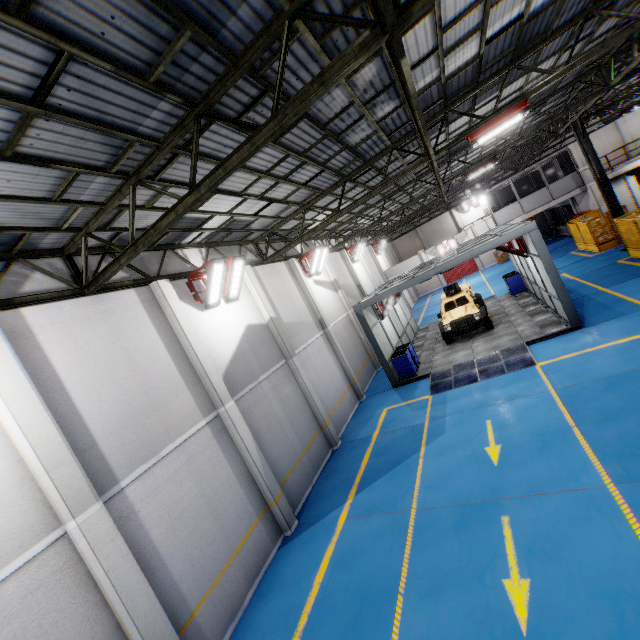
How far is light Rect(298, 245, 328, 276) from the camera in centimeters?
1658cm

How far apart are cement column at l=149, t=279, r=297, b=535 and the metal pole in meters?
22.7

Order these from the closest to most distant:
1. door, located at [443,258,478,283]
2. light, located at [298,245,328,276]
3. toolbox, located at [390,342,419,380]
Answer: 1. toolbox, located at [390,342,419,380]
2. light, located at [298,245,328,276]
3. door, located at [443,258,478,283]

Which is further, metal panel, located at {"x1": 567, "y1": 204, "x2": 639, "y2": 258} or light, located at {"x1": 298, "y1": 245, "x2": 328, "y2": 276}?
light, located at {"x1": 298, "y1": 245, "x2": 328, "y2": 276}

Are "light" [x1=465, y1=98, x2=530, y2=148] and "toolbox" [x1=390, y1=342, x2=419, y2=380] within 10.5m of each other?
yes

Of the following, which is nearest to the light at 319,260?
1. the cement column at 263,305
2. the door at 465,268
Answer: the cement column at 263,305

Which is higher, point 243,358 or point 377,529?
point 243,358

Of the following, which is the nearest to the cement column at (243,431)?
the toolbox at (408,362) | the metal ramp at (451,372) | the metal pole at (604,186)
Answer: the metal ramp at (451,372)
